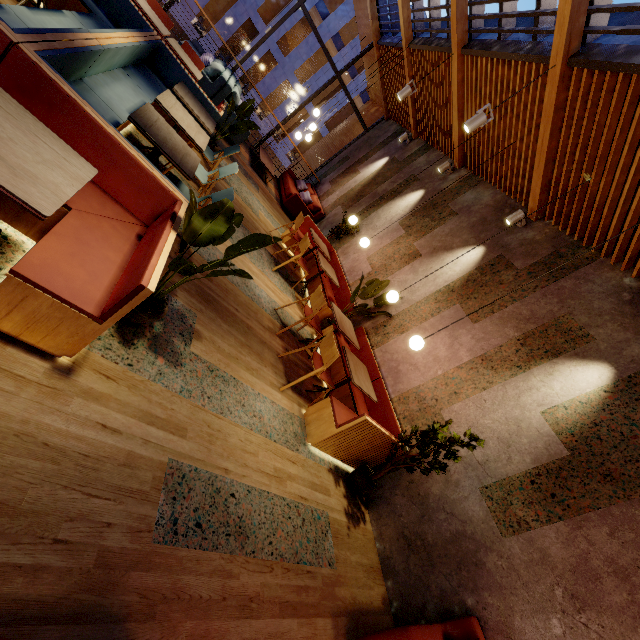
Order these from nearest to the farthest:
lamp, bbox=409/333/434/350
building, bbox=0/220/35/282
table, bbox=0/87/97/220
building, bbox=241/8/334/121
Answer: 1. table, bbox=0/87/97/220
2. building, bbox=0/220/35/282
3. lamp, bbox=409/333/434/350
4. building, bbox=241/8/334/121

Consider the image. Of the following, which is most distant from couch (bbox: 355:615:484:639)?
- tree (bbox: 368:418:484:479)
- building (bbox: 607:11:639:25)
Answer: building (bbox: 607:11:639:25)

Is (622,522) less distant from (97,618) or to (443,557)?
(443,557)

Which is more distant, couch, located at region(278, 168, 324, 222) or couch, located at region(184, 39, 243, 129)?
couch, located at region(278, 168, 324, 222)

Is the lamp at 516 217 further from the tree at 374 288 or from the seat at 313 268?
the seat at 313 268

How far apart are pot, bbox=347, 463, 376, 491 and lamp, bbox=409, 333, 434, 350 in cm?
162

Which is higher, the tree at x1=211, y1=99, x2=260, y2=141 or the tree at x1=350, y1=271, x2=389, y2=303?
the tree at x1=350, y1=271, x2=389, y2=303

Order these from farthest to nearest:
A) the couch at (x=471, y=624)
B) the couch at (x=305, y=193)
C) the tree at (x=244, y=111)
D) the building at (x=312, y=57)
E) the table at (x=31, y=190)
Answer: the building at (x=312, y=57) < the couch at (x=305, y=193) < the tree at (x=244, y=111) < the couch at (x=471, y=624) < the table at (x=31, y=190)
